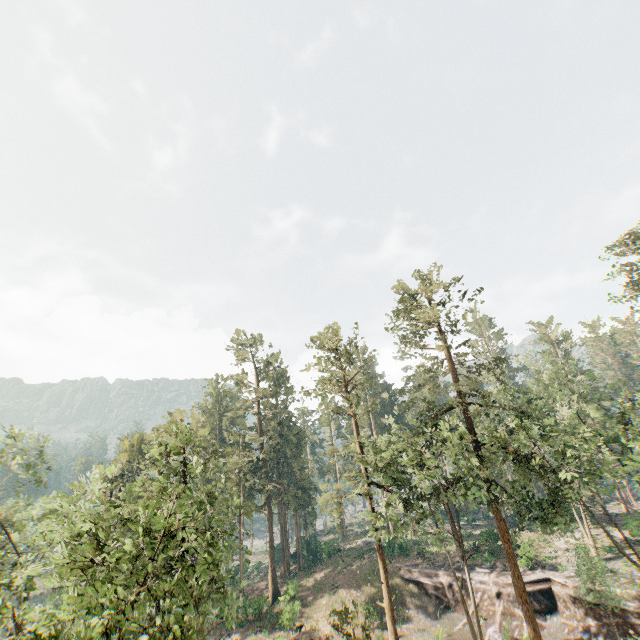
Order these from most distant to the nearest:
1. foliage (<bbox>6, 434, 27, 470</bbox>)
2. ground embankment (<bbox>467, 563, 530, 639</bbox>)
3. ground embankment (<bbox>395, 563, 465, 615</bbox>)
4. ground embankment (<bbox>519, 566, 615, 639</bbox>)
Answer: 1. ground embankment (<bbox>395, 563, 465, 615</bbox>)
2. ground embankment (<bbox>467, 563, 530, 639</bbox>)
3. ground embankment (<bbox>519, 566, 615, 639</bbox>)
4. foliage (<bbox>6, 434, 27, 470</bbox>)

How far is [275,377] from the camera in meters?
59.5 m

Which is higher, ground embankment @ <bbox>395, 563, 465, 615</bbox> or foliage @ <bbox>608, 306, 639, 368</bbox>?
foliage @ <bbox>608, 306, 639, 368</bbox>

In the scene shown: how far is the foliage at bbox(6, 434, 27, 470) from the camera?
22.2 meters

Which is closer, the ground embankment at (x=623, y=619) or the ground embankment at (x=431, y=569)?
the ground embankment at (x=623, y=619)

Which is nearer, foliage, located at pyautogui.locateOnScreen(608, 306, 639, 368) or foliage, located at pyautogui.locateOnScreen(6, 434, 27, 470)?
foliage, located at pyautogui.locateOnScreen(6, 434, 27, 470)

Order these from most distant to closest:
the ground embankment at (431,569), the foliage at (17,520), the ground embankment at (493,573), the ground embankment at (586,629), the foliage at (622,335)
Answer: the foliage at (622,335) → the ground embankment at (431,569) → the ground embankment at (493,573) → the ground embankment at (586,629) → the foliage at (17,520)
